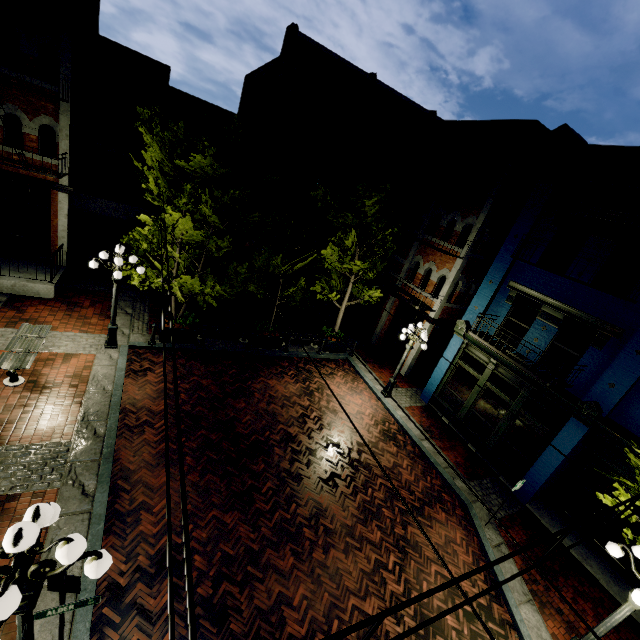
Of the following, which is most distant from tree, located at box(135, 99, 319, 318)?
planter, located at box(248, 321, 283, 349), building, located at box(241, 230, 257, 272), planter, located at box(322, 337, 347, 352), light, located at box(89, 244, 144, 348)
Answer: building, located at box(241, 230, 257, 272)

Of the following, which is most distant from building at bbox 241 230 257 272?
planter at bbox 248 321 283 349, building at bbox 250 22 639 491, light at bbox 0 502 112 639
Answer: light at bbox 0 502 112 639

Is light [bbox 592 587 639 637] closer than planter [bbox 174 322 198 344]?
Yes

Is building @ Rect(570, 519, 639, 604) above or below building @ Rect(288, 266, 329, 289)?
below

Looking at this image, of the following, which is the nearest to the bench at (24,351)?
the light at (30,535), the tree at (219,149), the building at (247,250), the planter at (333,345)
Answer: the tree at (219,149)

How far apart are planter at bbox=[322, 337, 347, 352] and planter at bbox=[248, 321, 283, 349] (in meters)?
2.27

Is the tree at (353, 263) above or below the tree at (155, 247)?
above

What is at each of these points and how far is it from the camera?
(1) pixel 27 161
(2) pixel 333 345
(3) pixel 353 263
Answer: (1) building, 11.6m
(2) planter, 15.9m
(3) tree, 13.2m
